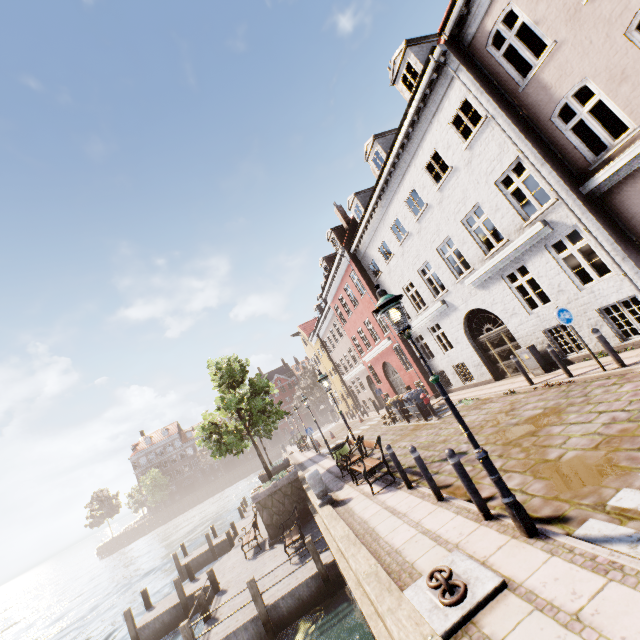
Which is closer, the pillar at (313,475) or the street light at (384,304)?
the street light at (384,304)

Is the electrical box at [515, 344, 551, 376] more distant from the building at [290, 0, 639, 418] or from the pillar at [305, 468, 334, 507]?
the pillar at [305, 468, 334, 507]

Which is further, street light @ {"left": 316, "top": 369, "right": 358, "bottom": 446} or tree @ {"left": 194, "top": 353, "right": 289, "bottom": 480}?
tree @ {"left": 194, "top": 353, "right": 289, "bottom": 480}

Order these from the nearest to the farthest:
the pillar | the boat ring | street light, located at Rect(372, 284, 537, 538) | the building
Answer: the boat ring, street light, located at Rect(372, 284, 537, 538), the building, the pillar

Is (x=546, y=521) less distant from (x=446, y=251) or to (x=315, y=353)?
(x=446, y=251)

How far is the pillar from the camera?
9.8 meters

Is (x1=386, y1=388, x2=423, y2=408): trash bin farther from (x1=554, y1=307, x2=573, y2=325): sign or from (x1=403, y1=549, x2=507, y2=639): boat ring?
(x1=403, y1=549, x2=507, y2=639): boat ring

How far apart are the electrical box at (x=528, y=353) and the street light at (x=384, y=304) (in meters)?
8.60
